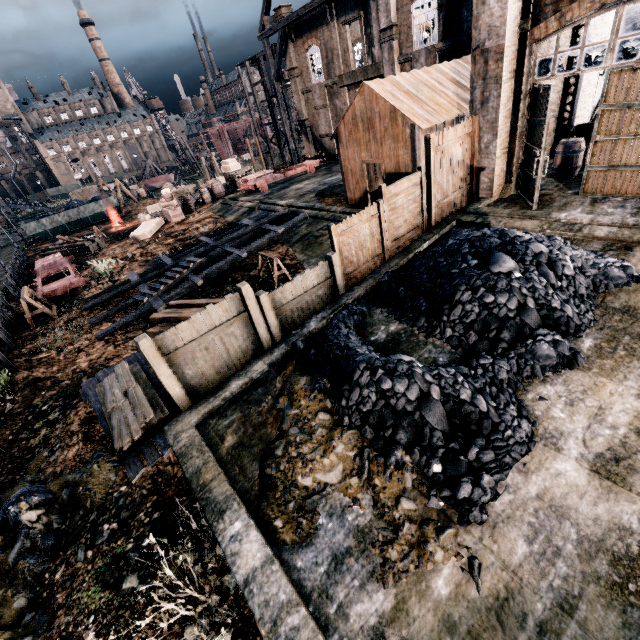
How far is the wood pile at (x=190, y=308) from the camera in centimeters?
1191cm

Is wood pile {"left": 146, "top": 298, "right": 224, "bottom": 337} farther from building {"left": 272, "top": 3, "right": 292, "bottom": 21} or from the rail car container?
the rail car container

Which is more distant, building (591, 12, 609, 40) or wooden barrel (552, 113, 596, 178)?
building (591, 12, 609, 40)

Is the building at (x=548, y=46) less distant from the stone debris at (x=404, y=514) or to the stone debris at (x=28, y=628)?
the stone debris at (x=28, y=628)

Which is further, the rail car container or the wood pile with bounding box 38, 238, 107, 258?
the rail car container

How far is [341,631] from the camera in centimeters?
404cm

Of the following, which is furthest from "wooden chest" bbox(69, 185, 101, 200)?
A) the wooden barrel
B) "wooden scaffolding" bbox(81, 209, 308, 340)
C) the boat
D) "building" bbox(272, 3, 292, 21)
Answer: the wooden barrel

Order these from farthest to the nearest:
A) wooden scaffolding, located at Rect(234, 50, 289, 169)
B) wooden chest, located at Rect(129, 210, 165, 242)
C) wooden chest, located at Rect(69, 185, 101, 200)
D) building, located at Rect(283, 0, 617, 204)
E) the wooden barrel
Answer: wooden chest, located at Rect(69, 185, 101, 200)
wooden scaffolding, located at Rect(234, 50, 289, 169)
wooden chest, located at Rect(129, 210, 165, 242)
the wooden barrel
building, located at Rect(283, 0, 617, 204)
